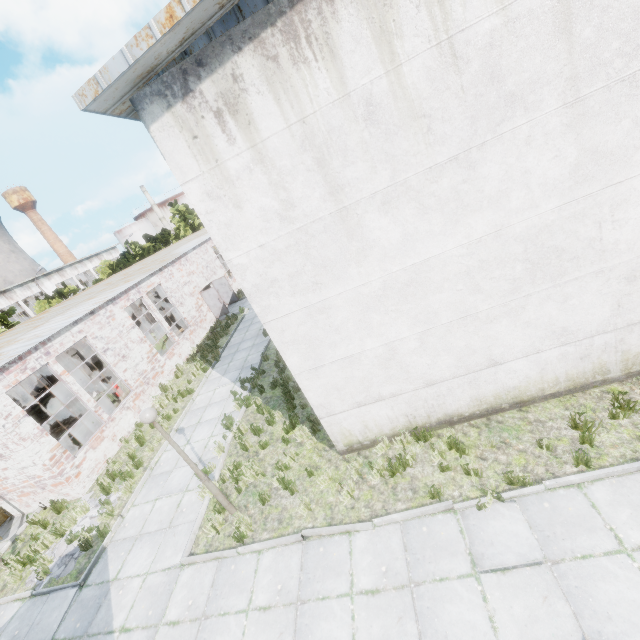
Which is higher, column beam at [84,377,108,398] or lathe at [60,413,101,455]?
column beam at [84,377,108,398]

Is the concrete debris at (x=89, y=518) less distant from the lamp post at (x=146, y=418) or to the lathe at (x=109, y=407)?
the lathe at (x=109, y=407)

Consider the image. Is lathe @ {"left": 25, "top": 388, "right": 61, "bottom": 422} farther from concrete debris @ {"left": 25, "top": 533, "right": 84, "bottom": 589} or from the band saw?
concrete debris @ {"left": 25, "top": 533, "right": 84, "bottom": 589}

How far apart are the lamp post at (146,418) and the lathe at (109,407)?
8.67m

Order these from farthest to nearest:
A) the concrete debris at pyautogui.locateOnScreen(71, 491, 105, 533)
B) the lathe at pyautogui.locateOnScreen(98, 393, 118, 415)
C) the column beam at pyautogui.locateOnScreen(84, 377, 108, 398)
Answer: the column beam at pyautogui.locateOnScreen(84, 377, 108, 398)
the lathe at pyautogui.locateOnScreen(98, 393, 118, 415)
the concrete debris at pyautogui.locateOnScreen(71, 491, 105, 533)

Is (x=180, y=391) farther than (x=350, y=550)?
Yes

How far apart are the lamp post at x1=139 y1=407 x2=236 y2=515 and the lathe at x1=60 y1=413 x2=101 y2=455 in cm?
867

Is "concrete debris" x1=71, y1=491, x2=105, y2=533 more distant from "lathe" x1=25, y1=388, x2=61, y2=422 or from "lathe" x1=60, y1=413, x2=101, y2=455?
"lathe" x1=25, y1=388, x2=61, y2=422
